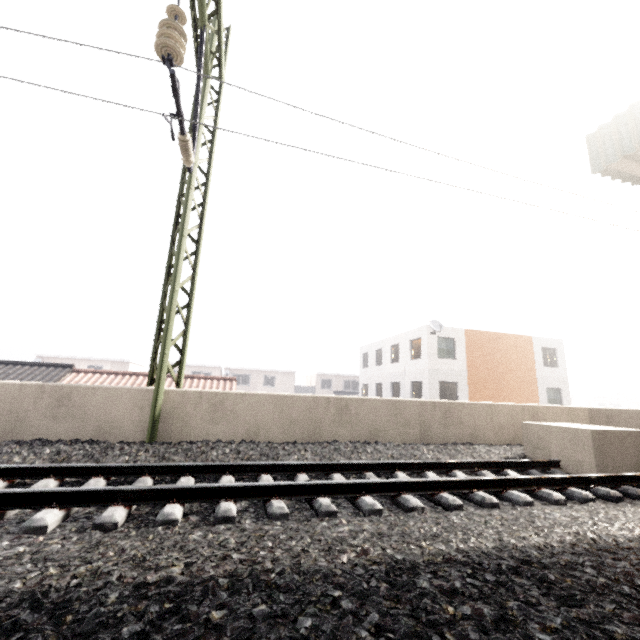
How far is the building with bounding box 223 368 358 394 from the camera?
42.4m

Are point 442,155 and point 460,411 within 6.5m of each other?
yes

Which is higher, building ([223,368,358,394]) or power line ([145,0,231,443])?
power line ([145,0,231,443])

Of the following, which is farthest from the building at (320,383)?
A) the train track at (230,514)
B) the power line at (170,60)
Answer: the train track at (230,514)

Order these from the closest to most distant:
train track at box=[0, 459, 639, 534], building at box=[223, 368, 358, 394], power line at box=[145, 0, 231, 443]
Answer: train track at box=[0, 459, 639, 534] → power line at box=[145, 0, 231, 443] → building at box=[223, 368, 358, 394]

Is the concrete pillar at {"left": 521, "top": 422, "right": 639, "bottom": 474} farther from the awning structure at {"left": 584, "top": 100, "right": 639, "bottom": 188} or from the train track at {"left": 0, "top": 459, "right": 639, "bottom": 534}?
the awning structure at {"left": 584, "top": 100, "right": 639, "bottom": 188}

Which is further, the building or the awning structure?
the building

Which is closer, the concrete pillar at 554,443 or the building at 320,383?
the concrete pillar at 554,443
